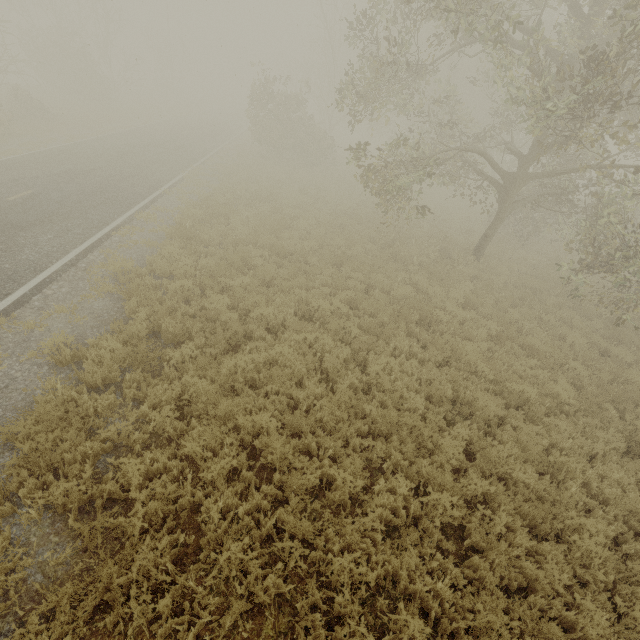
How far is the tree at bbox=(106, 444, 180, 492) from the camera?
4.6m

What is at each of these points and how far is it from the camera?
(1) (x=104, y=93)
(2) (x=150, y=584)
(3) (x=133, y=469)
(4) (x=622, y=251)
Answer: (1) tree, 31.00m
(2) tree, 3.89m
(3) tree, 4.69m
(4) tree, 9.83m

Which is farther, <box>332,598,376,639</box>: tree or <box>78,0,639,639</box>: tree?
<box>78,0,639,639</box>: tree

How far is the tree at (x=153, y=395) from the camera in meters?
5.8

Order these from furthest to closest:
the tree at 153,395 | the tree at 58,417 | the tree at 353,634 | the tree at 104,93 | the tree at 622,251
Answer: the tree at 104,93
the tree at 153,395
the tree at 622,251
the tree at 58,417
the tree at 353,634

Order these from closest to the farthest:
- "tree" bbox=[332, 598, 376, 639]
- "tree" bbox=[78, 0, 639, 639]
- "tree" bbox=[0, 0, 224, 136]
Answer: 1. "tree" bbox=[332, 598, 376, 639]
2. "tree" bbox=[78, 0, 639, 639]
3. "tree" bbox=[0, 0, 224, 136]

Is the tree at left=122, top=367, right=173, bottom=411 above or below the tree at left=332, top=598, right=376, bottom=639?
above
